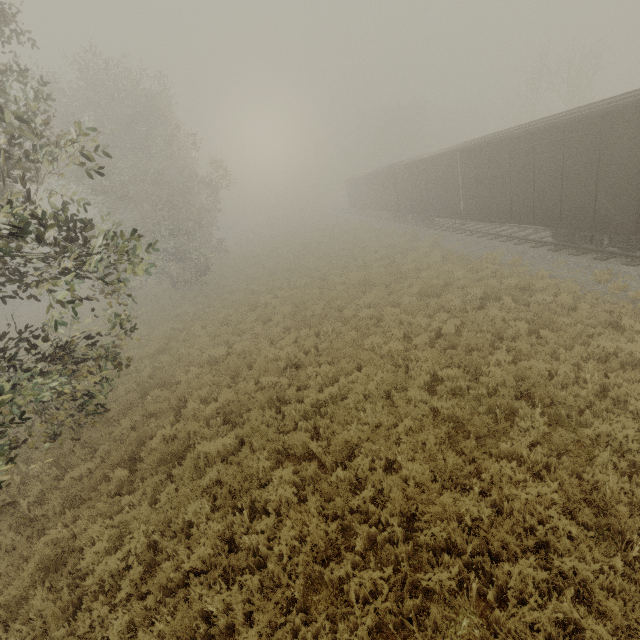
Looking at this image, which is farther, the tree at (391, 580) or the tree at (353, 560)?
the tree at (353, 560)

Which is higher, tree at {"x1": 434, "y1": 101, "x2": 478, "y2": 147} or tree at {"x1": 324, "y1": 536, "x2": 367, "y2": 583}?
tree at {"x1": 434, "y1": 101, "x2": 478, "y2": 147}

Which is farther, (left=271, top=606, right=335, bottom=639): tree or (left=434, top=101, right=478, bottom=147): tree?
(left=434, top=101, right=478, bottom=147): tree

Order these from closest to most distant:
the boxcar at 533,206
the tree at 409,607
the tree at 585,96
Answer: the tree at 409,607 → the boxcar at 533,206 → the tree at 585,96

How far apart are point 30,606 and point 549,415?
9.8m

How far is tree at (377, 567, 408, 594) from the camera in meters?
4.2

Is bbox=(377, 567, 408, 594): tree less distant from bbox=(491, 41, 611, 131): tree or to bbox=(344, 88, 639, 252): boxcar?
bbox=(344, 88, 639, 252): boxcar
